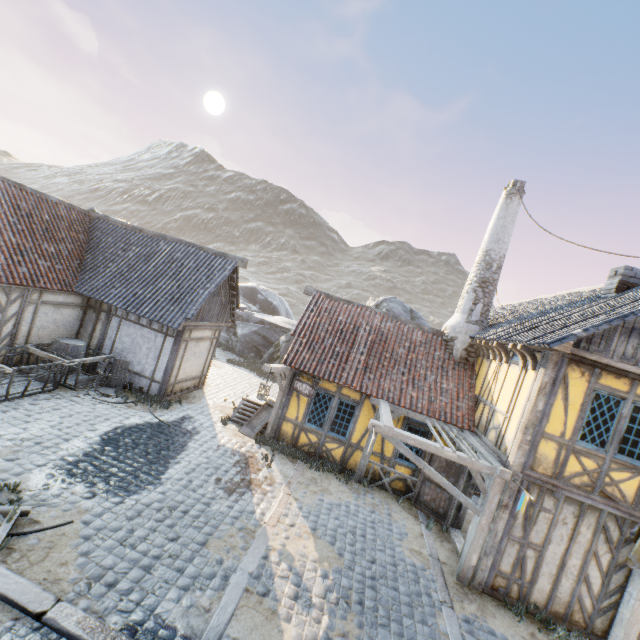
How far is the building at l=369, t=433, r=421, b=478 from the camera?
10.7m

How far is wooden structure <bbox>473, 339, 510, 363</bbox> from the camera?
9.3m

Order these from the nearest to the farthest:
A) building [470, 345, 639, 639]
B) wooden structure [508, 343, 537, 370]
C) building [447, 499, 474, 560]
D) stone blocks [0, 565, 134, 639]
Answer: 1. stone blocks [0, 565, 134, 639]
2. building [470, 345, 639, 639]
3. wooden structure [508, 343, 537, 370]
4. building [447, 499, 474, 560]

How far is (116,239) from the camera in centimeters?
1351cm

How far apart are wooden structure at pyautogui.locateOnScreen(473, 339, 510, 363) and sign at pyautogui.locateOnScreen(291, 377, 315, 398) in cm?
565

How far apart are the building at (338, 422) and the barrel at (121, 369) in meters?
5.2

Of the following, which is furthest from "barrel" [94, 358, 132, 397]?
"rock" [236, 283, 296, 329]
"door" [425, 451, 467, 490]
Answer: "door" [425, 451, 467, 490]

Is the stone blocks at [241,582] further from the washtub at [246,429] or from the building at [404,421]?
the washtub at [246,429]
